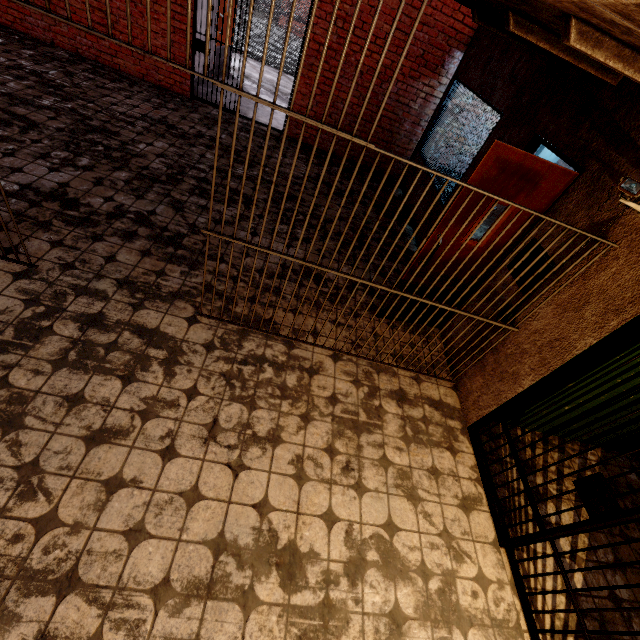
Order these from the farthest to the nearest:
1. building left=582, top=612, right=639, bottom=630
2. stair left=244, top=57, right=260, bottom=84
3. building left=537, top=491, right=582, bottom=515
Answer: stair left=244, top=57, right=260, bottom=84, building left=537, top=491, right=582, bottom=515, building left=582, top=612, right=639, bottom=630

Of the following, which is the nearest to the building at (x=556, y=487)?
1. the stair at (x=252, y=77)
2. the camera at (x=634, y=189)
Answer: the camera at (x=634, y=189)

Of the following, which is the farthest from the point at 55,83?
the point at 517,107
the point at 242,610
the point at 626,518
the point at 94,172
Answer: the point at 626,518

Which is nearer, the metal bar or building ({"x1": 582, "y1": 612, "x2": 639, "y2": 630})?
the metal bar

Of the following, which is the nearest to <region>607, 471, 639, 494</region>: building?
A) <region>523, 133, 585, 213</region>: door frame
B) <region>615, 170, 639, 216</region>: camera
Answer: <region>615, 170, 639, 216</region>: camera

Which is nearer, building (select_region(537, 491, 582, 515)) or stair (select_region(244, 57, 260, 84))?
building (select_region(537, 491, 582, 515))

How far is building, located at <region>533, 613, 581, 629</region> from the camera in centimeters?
238cm

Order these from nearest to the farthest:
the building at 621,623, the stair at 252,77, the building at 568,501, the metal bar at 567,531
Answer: the metal bar at 567,531 → the building at 621,623 → the building at 568,501 → the stair at 252,77
